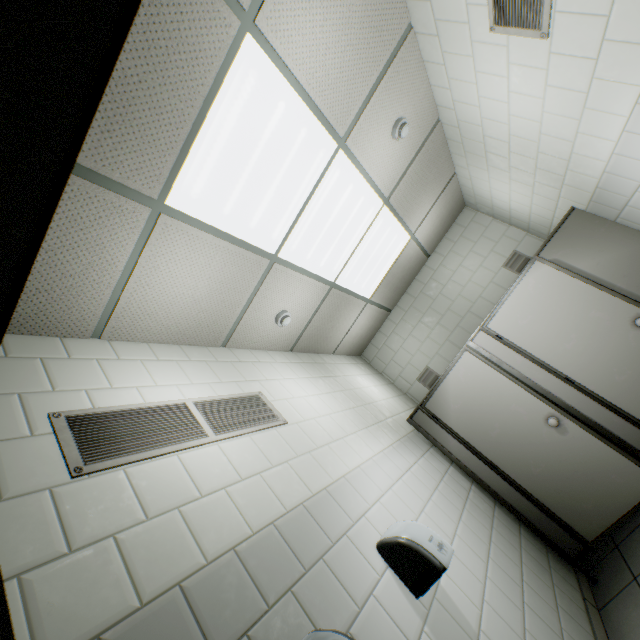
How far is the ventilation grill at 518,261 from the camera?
4.29m

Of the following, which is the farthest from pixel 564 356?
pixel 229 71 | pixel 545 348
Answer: pixel 229 71

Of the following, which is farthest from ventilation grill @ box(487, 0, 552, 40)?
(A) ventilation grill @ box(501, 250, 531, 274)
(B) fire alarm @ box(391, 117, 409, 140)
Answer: (A) ventilation grill @ box(501, 250, 531, 274)

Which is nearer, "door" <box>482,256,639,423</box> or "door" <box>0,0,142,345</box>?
"door" <box>0,0,142,345</box>

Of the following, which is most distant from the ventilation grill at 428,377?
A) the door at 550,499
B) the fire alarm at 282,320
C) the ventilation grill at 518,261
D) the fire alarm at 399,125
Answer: the fire alarm at 399,125

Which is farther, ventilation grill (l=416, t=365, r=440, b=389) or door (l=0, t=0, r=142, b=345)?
ventilation grill (l=416, t=365, r=440, b=389)

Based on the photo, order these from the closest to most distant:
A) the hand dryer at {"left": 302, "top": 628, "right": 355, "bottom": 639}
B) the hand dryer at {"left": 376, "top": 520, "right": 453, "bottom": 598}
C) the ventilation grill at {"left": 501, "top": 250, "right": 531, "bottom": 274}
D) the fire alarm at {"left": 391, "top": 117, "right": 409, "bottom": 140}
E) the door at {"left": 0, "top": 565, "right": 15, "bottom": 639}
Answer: the door at {"left": 0, "top": 565, "right": 15, "bottom": 639}
the hand dryer at {"left": 302, "top": 628, "right": 355, "bottom": 639}
the hand dryer at {"left": 376, "top": 520, "right": 453, "bottom": 598}
the fire alarm at {"left": 391, "top": 117, "right": 409, "bottom": 140}
the ventilation grill at {"left": 501, "top": 250, "right": 531, "bottom": 274}

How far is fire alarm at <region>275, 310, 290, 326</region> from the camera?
3.1m
